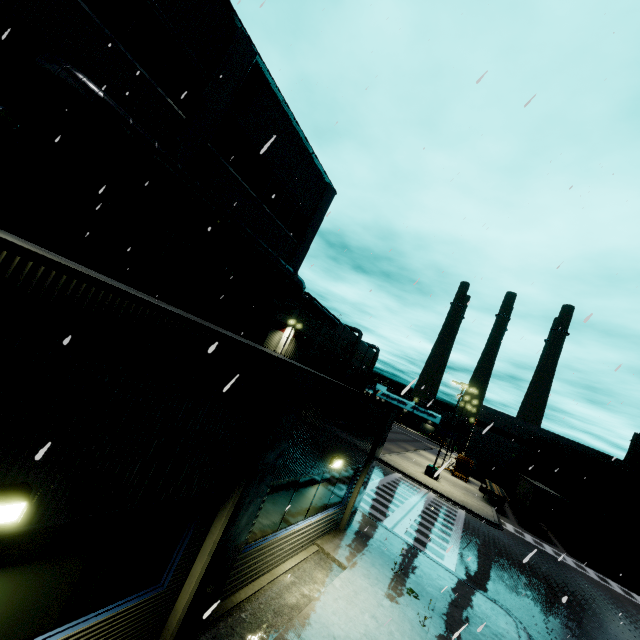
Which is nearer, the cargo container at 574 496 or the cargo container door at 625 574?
the cargo container door at 625 574

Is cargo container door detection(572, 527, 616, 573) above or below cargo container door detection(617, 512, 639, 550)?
below

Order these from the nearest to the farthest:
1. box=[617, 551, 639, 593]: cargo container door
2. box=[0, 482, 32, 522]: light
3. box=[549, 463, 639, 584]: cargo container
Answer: box=[0, 482, 32, 522]: light → box=[617, 551, 639, 593]: cargo container door → box=[549, 463, 639, 584]: cargo container

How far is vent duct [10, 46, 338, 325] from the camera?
7.4 meters

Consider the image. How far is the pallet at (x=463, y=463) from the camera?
40.3 meters

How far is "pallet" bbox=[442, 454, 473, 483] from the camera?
40.3m

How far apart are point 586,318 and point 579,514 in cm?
4267

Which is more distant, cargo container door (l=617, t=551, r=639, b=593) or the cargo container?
the cargo container
